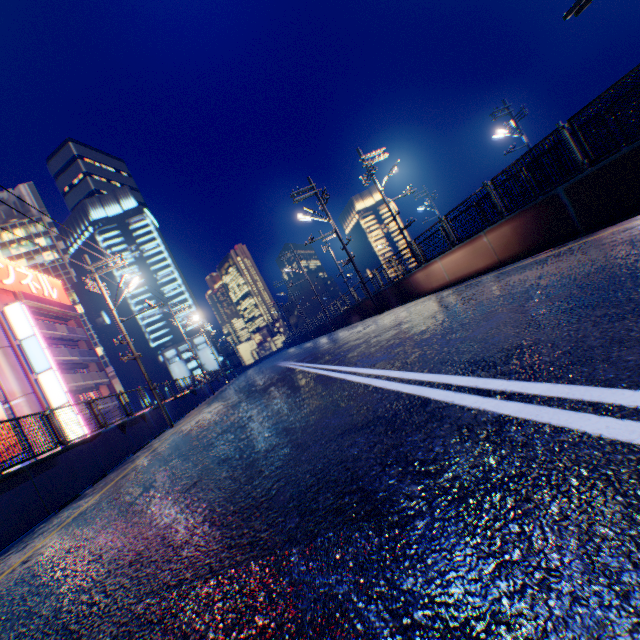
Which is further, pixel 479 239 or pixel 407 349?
pixel 479 239

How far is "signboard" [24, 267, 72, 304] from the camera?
36.2m

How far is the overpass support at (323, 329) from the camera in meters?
35.1

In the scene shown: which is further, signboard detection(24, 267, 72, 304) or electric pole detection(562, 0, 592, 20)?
signboard detection(24, 267, 72, 304)

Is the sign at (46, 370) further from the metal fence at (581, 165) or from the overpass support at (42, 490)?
the overpass support at (42, 490)

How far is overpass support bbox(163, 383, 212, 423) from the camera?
19.03m

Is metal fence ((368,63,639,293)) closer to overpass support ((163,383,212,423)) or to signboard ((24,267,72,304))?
overpass support ((163,383,212,423))
